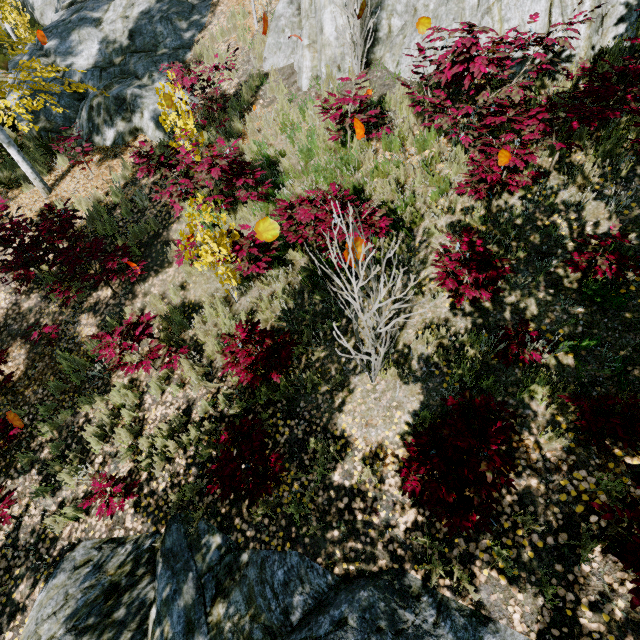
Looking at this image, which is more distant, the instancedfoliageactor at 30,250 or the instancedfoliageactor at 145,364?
the instancedfoliageactor at 30,250

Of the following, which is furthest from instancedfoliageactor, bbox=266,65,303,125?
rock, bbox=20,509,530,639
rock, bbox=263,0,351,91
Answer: rock, bbox=263,0,351,91

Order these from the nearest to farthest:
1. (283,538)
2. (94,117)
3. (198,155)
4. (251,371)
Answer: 1. (283,538)
2. (251,371)
3. (198,155)
4. (94,117)

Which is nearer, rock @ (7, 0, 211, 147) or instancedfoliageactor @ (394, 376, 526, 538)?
instancedfoliageactor @ (394, 376, 526, 538)

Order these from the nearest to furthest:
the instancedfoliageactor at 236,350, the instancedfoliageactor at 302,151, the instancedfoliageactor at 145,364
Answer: the instancedfoliageactor at 236,350 → the instancedfoliageactor at 145,364 → the instancedfoliageactor at 302,151

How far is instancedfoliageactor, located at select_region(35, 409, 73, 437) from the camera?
5.4m

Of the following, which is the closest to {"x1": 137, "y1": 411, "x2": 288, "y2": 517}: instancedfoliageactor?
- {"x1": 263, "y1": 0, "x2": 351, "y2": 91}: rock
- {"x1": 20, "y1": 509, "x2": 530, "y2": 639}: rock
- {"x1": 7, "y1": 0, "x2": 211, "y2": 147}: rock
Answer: {"x1": 20, "y1": 509, "x2": 530, "y2": 639}: rock

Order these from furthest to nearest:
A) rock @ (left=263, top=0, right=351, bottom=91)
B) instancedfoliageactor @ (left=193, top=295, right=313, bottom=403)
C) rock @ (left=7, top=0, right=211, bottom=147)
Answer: rock @ (left=7, top=0, right=211, bottom=147), rock @ (left=263, top=0, right=351, bottom=91), instancedfoliageactor @ (left=193, top=295, right=313, bottom=403)
